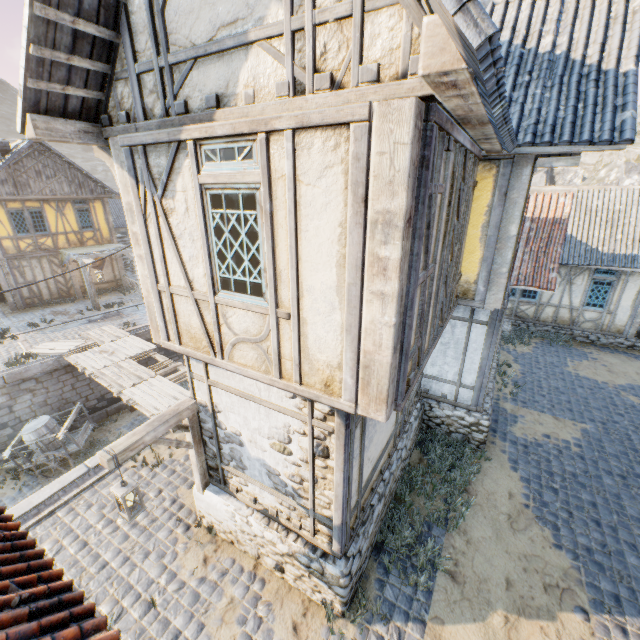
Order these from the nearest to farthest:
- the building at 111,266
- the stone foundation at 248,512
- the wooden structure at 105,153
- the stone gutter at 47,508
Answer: the wooden structure at 105,153
the stone foundation at 248,512
the stone gutter at 47,508
the building at 111,266

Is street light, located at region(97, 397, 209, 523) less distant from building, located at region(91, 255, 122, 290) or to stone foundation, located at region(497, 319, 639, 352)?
stone foundation, located at region(497, 319, 639, 352)

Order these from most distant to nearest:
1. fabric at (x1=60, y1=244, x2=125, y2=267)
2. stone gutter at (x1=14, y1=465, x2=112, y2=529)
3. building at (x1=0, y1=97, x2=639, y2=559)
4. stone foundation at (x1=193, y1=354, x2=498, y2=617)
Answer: fabric at (x1=60, y1=244, x2=125, y2=267), stone gutter at (x1=14, y1=465, x2=112, y2=529), stone foundation at (x1=193, y1=354, x2=498, y2=617), building at (x1=0, y1=97, x2=639, y2=559)

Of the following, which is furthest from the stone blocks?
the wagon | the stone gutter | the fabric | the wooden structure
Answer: the wooden structure

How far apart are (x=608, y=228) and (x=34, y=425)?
23.8m

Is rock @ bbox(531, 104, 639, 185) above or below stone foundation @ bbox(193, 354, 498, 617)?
above

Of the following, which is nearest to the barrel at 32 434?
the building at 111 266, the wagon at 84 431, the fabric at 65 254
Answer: the wagon at 84 431

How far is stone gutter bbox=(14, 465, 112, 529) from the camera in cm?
661
